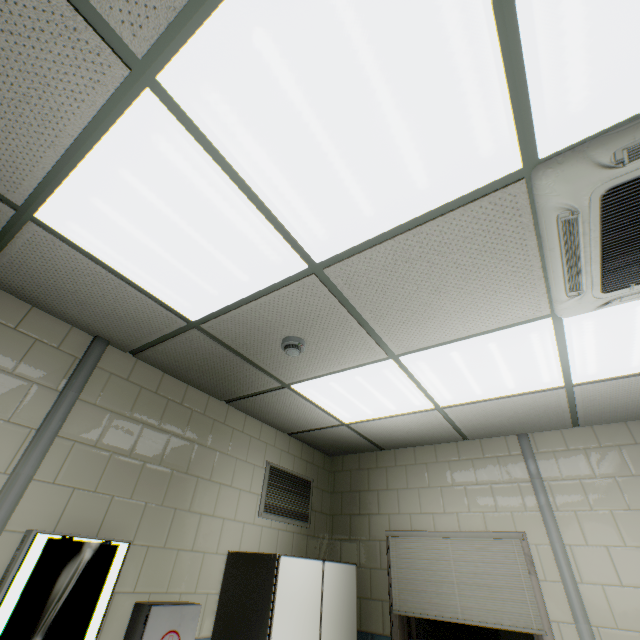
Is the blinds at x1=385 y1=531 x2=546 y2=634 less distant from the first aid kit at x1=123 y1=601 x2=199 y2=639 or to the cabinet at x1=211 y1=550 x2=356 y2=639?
the cabinet at x1=211 y1=550 x2=356 y2=639

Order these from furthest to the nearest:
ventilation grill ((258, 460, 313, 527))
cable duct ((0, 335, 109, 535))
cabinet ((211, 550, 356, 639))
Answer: ventilation grill ((258, 460, 313, 527)) < cabinet ((211, 550, 356, 639)) < cable duct ((0, 335, 109, 535))

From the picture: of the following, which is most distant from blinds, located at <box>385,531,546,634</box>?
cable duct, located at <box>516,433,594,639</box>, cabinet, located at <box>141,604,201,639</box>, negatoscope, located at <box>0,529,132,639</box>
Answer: negatoscope, located at <box>0,529,132,639</box>

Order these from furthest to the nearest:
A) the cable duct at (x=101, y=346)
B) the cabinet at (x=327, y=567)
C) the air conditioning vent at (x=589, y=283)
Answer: the cabinet at (x=327, y=567)
the cable duct at (x=101, y=346)
the air conditioning vent at (x=589, y=283)

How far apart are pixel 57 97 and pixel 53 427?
1.8 meters

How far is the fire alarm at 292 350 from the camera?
2.2 meters

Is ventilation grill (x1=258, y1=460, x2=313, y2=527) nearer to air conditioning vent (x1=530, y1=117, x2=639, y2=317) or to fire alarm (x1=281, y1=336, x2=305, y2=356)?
fire alarm (x1=281, y1=336, x2=305, y2=356)

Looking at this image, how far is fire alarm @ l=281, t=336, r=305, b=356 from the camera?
2.17m
